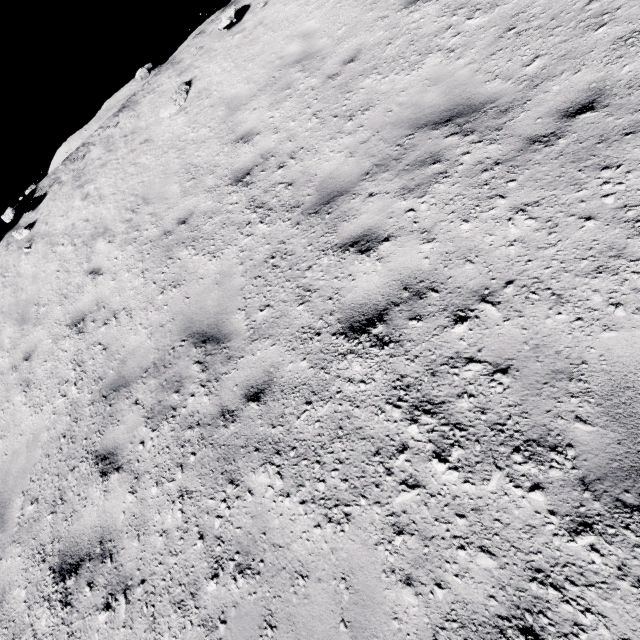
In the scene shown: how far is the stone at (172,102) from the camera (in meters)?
8.34

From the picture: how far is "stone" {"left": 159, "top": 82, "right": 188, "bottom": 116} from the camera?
8.3m

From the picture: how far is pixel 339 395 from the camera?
2.9m
